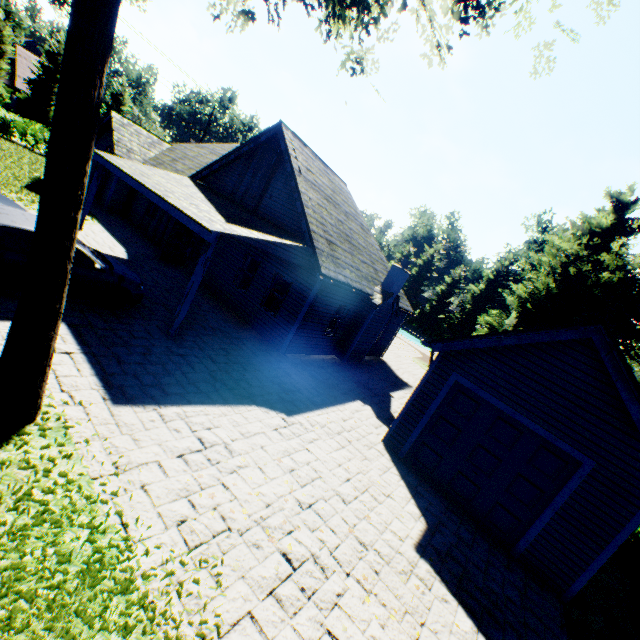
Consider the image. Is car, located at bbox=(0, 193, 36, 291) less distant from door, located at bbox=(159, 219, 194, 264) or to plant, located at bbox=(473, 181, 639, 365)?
door, located at bbox=(159, 219, 194, 264)

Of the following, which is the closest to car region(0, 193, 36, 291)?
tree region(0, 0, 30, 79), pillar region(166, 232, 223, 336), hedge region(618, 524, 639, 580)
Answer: pillar region(166, 232, 223, 336)

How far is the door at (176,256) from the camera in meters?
15.3 m

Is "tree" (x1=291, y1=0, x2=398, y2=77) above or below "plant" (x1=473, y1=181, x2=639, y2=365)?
below

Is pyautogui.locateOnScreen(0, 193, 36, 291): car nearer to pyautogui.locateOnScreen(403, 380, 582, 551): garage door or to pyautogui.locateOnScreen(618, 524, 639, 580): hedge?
pyautogui.locateOnScreen(403, 380, 582, 551): garage door

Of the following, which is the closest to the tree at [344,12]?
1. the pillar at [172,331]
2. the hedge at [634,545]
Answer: the pillar at [172,331]

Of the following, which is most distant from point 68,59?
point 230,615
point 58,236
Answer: point 230,615

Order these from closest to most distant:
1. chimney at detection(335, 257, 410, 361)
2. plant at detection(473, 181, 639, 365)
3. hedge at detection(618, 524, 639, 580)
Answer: hedge at detection(618, 524, 639, 580) → chimney at detection(335, 257, 410, 361) → plant at detection(473, 181, 639, 365)
